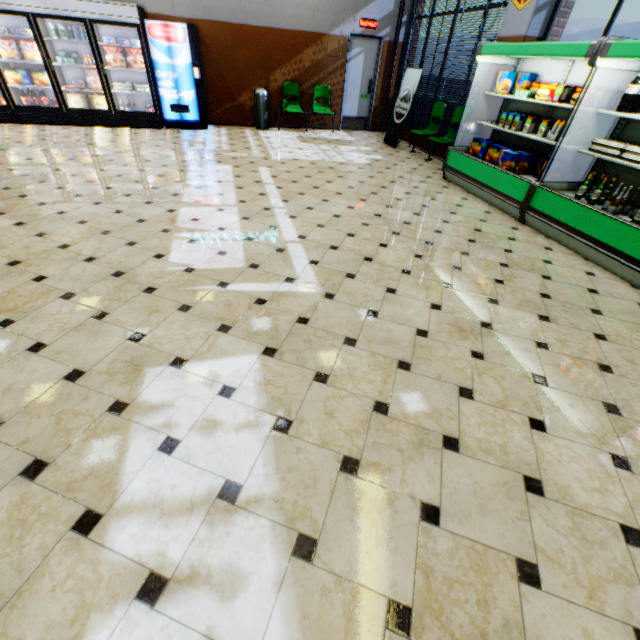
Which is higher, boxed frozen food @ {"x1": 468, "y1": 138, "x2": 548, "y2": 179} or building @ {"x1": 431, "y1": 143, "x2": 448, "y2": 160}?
boxed frozen food @ {"x1": 468, "y1": 138, "x2": 548, "y2": 179}

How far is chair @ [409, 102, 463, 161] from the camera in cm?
683

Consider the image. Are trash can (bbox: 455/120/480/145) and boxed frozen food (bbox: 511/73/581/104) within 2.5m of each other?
yes

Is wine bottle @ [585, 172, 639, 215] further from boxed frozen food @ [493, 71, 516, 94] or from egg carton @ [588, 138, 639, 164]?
boxed frozen food @ [493, 71, 516, 94]

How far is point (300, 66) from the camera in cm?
881

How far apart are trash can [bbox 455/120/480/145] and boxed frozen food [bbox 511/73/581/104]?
1.4m

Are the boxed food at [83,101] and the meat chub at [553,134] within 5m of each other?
no

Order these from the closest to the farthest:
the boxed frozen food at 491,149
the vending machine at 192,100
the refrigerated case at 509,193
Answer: the refrigerated case at 509,193 < the boxed frozen food at 491,149 < the vending machine at 192,100
